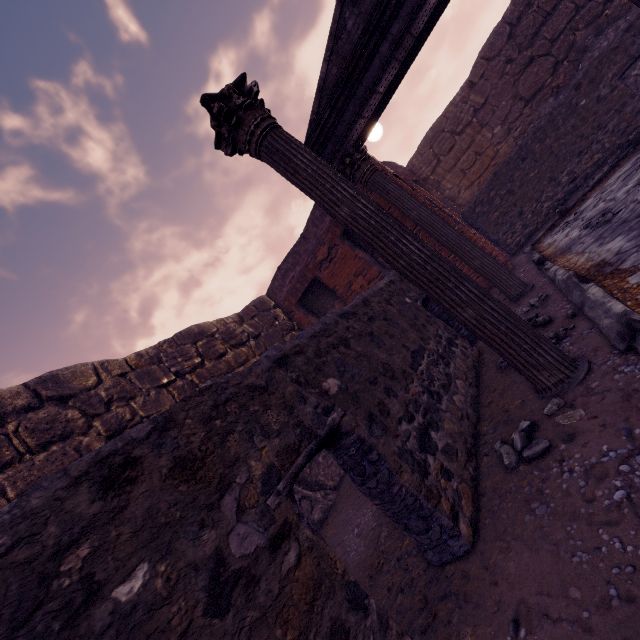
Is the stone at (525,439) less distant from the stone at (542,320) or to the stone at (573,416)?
the stone at (573,416)

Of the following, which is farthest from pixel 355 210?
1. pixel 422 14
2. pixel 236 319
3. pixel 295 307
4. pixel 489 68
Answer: pixel 489 68

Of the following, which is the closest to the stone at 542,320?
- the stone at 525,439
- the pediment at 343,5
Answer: the stone at 525,439

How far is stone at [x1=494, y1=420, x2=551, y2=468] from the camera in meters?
2.1

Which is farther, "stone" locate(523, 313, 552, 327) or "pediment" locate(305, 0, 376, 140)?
"pediment" locate(305, 0, 376, 140)

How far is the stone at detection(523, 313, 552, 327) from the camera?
3.5 meters

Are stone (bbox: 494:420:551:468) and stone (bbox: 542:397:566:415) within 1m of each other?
yes

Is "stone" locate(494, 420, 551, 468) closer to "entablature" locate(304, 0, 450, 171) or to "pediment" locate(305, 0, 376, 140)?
"entablature" locate(304, 0, 450, 171)
